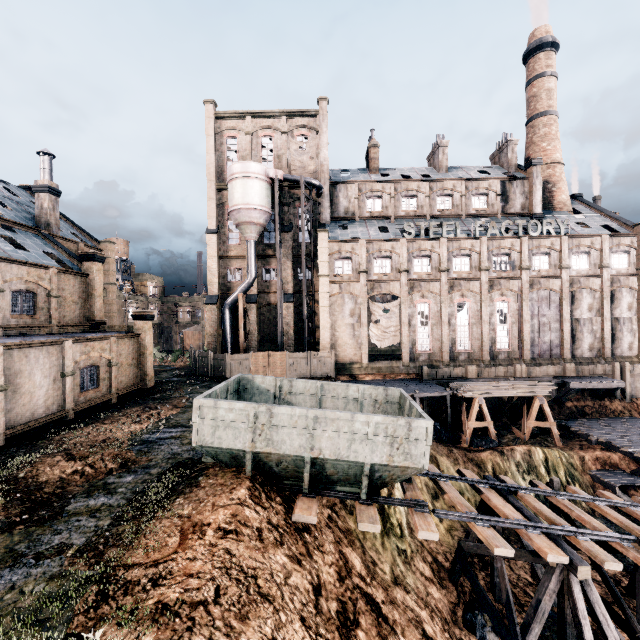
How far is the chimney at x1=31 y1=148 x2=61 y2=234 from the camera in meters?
30.6 m

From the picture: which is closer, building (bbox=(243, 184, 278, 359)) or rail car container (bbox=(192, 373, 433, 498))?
rail car container (bbox=(192, 373, 433, 498))

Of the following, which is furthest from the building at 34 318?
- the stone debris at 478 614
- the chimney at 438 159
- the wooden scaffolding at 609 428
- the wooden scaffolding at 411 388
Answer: the stone debris at 478 614

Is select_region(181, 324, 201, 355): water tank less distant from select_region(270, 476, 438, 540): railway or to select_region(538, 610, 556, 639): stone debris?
select_region(270, 476, 438, 540): railway

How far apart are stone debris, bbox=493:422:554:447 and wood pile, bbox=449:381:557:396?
3.5m

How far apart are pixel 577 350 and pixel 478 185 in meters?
22.9 m

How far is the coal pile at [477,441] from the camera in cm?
2588

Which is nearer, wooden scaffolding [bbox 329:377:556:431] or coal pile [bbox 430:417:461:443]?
coal pile [bbox 430:417:461:443]
